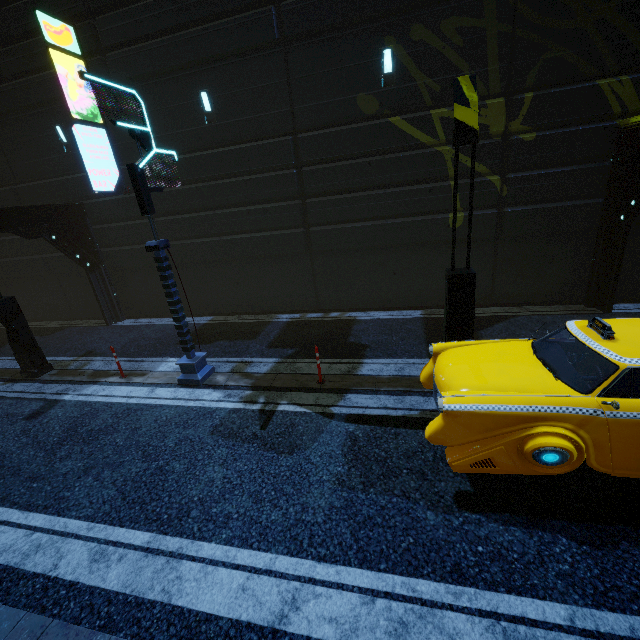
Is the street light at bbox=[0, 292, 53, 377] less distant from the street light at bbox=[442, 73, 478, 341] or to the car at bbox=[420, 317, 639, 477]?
the car at bbox=[420, 317, 639, 477]

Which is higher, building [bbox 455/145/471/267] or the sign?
the sign

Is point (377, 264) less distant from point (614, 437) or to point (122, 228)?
point (614, 437)

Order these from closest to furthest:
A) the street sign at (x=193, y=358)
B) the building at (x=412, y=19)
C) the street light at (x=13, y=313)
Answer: the street sign at (x=193, y=358), the building at (x=412, y=19), the street light at (x=13, y=313)

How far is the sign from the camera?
9.31m

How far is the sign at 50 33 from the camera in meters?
9.3

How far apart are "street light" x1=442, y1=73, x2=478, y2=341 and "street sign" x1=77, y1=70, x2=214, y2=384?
5.7 meters

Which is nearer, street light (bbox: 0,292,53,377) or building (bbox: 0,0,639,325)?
building (bbox: 0,0,639,325)
